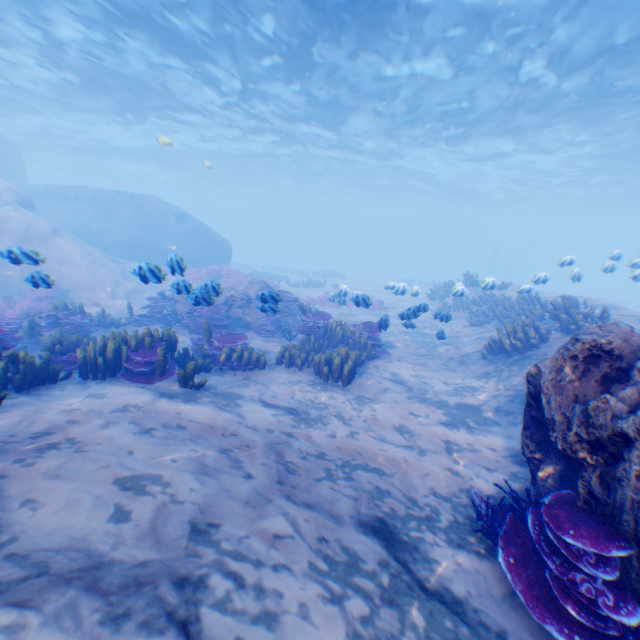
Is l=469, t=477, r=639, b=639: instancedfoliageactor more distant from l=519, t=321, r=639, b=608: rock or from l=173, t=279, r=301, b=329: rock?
l=173, t=279, r=301, b=329: rock

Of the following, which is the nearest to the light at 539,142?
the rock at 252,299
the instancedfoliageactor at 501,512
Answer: the rock at 252,299

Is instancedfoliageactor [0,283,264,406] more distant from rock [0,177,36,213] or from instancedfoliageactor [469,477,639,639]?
instancedfoliageactor [469,477,639,639]

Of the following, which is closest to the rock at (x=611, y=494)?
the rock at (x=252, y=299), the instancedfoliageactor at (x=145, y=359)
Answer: the instancedfoliageactor at (x=145, y=359)

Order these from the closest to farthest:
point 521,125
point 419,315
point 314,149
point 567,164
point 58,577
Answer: point 58,577 < point 419,315 < point 521,125 < point 567,164 < point 314,149

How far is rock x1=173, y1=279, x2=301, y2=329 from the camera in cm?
758

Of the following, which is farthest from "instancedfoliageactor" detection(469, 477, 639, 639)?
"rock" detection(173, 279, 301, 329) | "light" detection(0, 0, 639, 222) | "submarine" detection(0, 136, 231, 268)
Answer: "light" detection(0, 0, 639, 222)

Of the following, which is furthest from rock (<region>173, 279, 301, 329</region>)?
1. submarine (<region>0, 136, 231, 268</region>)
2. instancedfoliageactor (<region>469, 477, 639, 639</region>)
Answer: instancedfoliageactor (<region>469, 477, 639, 639</region>)
